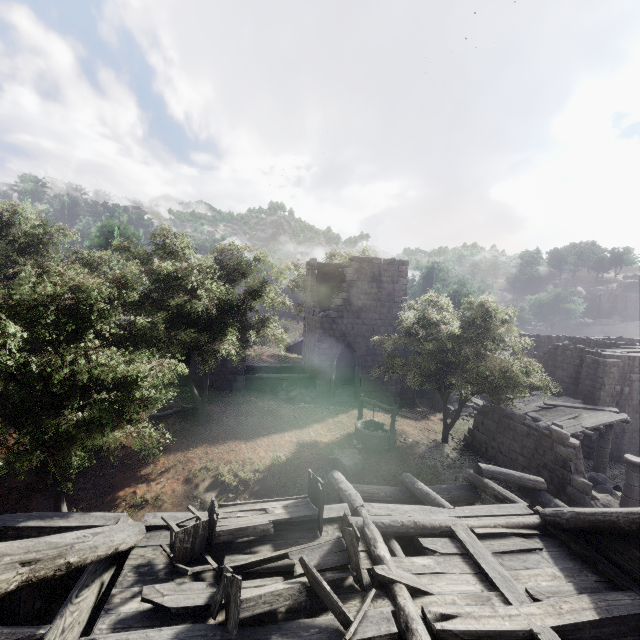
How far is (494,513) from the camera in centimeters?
765cm

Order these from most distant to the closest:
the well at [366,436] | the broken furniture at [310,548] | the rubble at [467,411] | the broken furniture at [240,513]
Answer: the rubble at [467,411], the well at [366,436], the broken furniture at [240,513], the broken furniture at [310,548]

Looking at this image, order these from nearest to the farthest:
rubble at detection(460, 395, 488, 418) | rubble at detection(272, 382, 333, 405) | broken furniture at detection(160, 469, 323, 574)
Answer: broken furniture at detection(160, 469, 323, 574)
rubble at detection(272, 382, 333, 405)
rubble at detection(460, 395, 488, 418)

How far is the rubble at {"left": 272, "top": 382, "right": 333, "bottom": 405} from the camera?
20.1m

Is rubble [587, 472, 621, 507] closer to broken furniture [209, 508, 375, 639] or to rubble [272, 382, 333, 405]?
broken furniture [209, 508, 375, 639]

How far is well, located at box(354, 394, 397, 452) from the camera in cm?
1465

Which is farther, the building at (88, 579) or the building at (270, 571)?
the building at (270, 571)

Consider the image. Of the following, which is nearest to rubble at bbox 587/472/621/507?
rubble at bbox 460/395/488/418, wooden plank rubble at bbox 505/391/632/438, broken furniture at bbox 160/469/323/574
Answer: wooden plank rubble at bbox 505/391/632/438
